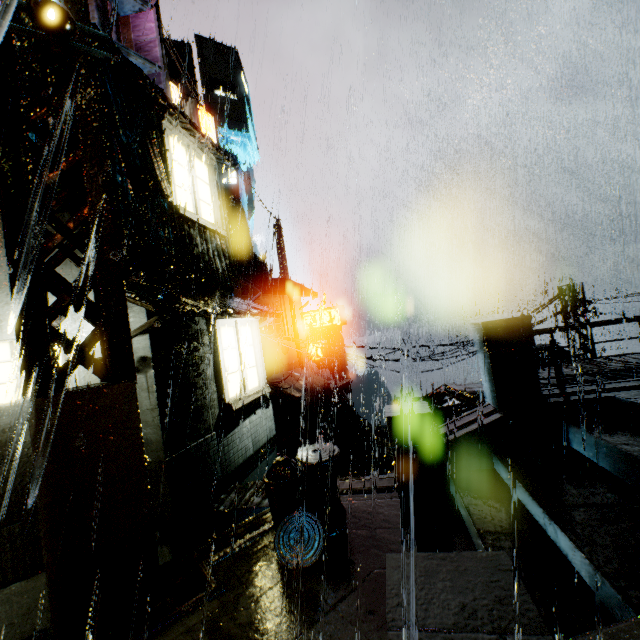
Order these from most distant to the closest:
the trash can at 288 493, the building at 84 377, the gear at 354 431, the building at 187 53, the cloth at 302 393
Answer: the building at 187 53, the gear at 354 431, the cloth at 302 393, the building at 84 377, the trash can at 288 493

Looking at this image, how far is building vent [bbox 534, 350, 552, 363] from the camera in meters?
16.9

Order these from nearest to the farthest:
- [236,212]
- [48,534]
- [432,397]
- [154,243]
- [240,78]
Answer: [48,534]
[154,243]
[432,397]
[240,78]
[236,212]

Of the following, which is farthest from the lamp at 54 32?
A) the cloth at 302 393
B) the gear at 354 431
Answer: the gear at 354 431

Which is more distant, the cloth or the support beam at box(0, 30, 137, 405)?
the cloth

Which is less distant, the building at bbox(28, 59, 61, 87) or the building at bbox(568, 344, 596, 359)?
the building at bbox(28, 59, 61, 87)

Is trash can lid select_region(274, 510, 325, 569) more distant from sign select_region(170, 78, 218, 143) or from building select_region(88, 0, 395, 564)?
sign select_region(170, 78, 218, 143)

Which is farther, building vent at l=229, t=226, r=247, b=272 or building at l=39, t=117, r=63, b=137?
building vent at l=229, t=226, r=247, b=272
